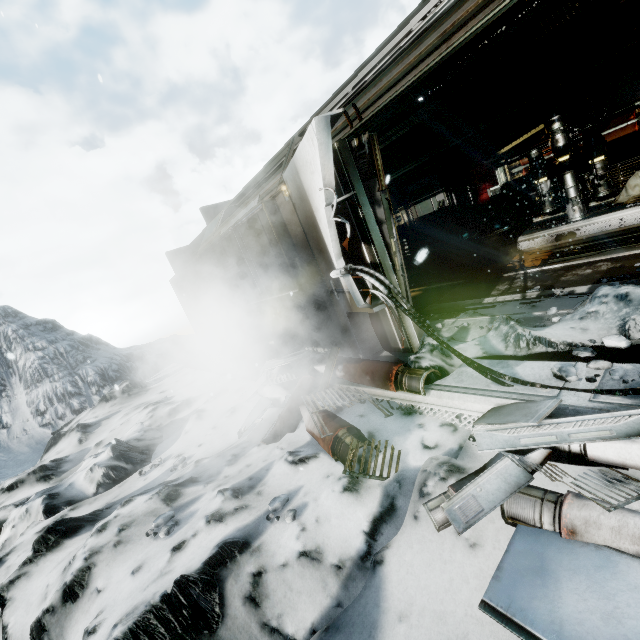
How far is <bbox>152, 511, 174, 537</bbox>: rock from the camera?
2.60m

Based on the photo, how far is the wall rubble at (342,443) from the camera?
2.7m

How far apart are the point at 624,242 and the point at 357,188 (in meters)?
6.01

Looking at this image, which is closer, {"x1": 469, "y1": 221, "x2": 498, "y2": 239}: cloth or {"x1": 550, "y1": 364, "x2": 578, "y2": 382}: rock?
{"x1": 550, "y1": 364, "x2": 578, "y2": 382}: rock

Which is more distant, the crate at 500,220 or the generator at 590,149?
the crate at 500,220

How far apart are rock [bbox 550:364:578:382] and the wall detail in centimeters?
173cm

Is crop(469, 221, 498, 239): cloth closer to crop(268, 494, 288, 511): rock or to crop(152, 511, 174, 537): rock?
crop(268, 494, 288, 511): rock

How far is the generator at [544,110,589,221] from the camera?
7.26m
